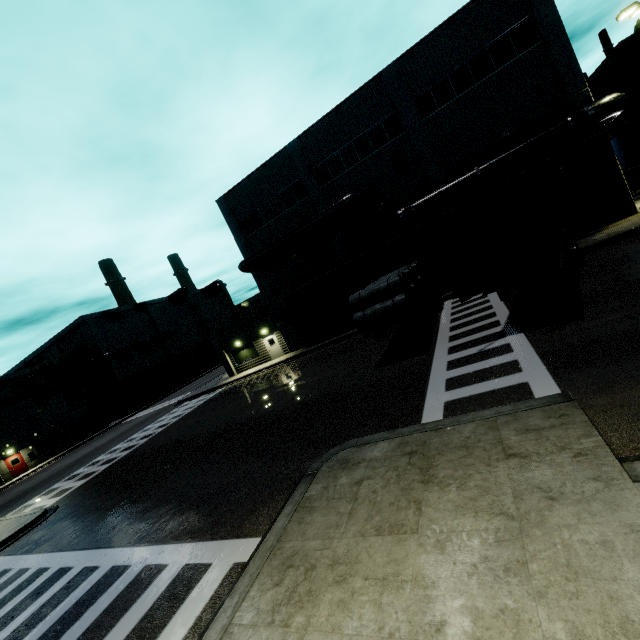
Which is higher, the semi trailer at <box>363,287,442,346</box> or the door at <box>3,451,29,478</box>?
the door at <box>3,451,29,478</box>

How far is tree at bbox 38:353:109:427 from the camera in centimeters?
4003cm

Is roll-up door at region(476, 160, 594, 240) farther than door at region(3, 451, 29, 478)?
No

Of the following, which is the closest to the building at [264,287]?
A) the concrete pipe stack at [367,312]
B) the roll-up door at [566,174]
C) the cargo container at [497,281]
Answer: the roll-up door at [566,174]

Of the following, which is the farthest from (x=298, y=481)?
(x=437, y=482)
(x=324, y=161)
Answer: (x=324, y=161)

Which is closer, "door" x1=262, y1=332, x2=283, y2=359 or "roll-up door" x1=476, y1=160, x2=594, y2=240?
"roll-up door" x1=476, y1=160, x2=594, y2=240

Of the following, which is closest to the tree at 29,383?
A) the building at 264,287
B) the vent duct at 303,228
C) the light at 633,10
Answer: the building at 264,287

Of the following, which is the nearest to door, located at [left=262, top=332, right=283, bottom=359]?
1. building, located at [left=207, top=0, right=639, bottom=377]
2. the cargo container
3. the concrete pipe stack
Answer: building, located at [left=207, top=0, right=639, bottom=377]
